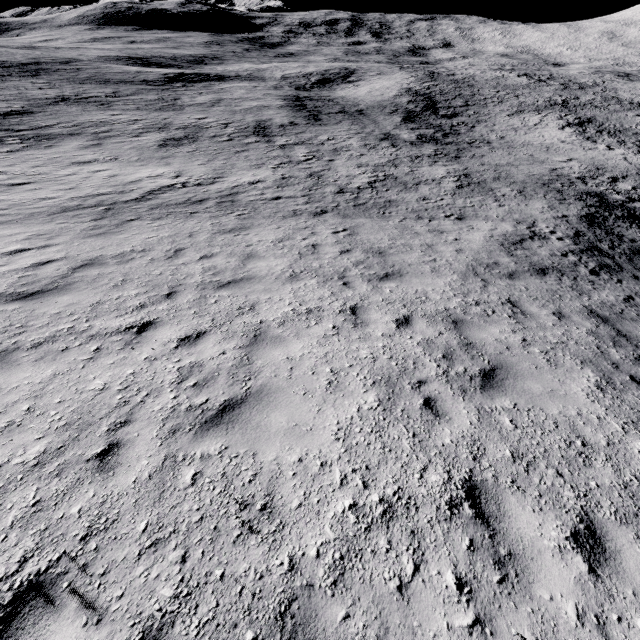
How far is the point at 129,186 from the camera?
15.7 meters
